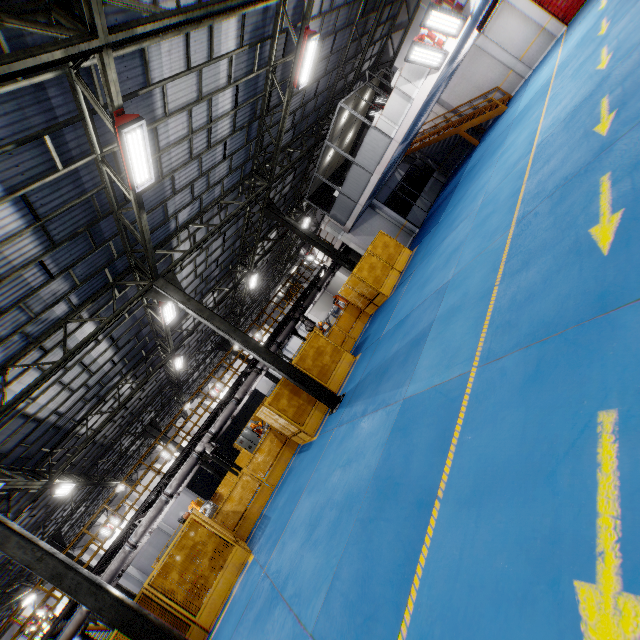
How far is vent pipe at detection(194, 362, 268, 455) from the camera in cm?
1534

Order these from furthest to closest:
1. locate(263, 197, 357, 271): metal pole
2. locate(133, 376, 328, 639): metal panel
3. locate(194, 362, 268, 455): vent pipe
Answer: locate(263, 197, 357, 271): metal pole, locate(194, 362, 268, 455): vent pipe, locate(133, 376, 328, 639): metal panel

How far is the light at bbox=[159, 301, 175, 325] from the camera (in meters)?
12.63

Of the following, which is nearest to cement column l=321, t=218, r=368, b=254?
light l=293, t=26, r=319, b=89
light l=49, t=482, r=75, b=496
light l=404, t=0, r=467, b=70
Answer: light l=293, t=26, r=319, b=89

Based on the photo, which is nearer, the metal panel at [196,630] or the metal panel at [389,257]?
the metal panel at [196,630]

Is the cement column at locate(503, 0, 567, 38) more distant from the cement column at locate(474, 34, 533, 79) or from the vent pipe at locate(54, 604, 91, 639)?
the vent pipe at locate(54, 604, 91, 639)

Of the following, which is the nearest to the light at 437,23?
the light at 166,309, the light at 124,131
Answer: the light at 124,131

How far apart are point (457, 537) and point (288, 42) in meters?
15.7
